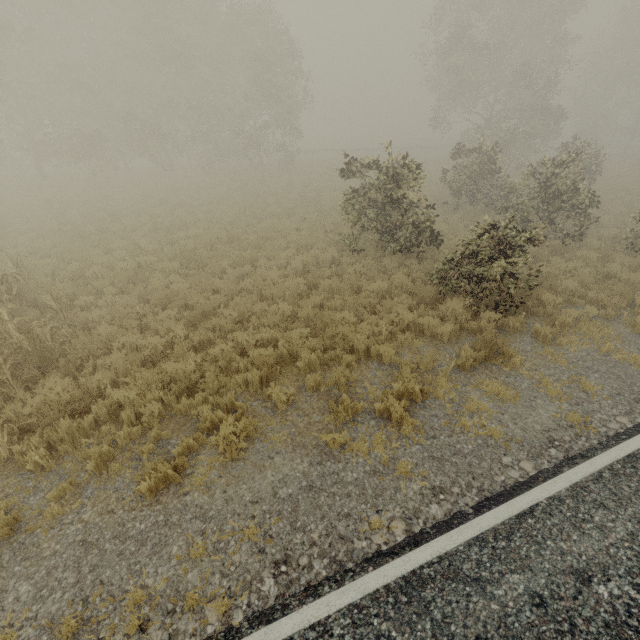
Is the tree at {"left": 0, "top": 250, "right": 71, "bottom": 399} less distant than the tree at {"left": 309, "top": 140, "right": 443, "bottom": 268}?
Yes

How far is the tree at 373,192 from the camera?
10.4 meters

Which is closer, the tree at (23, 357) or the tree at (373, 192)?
the tree at (23, 357)

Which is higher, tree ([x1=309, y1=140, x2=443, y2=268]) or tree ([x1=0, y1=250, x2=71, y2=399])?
tree ([x1=309, y1=140, x2=443, y2=268])

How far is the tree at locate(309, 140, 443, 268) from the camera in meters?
10.4 m

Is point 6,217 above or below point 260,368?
above
